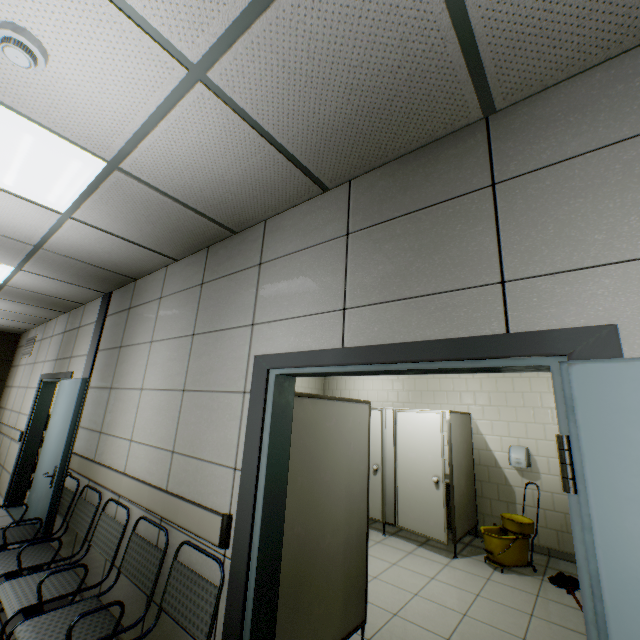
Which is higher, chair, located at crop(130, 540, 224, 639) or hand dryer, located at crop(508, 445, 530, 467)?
hand dryer, located at crop(508, 445, 530, 467)

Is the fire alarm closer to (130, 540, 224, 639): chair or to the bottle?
(130, 540, 224, 639): chair

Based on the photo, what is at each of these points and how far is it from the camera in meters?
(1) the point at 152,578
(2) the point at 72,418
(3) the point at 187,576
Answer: (1) chair, 2.2 m
(2) door, 3.7 m
(3) chair, 2.0 m

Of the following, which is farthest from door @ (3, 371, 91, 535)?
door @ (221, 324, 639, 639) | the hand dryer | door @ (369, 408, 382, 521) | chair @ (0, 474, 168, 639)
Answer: the hand dryer

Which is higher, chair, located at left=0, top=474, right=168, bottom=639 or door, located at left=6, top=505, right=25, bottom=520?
chair, located at left=0, top=474, right=168, bottom=639

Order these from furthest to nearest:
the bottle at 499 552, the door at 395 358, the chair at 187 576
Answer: the bottle at 499 552 → the chair at 187 576 → the door at 395 358

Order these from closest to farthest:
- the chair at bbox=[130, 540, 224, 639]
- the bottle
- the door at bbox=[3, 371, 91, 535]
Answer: the chair at bbox=[130, 540, 224, 639] < the door at bbox=[3, 371, 91, 535] < the bottle

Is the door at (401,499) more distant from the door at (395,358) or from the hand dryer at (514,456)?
the door at (395,358)
